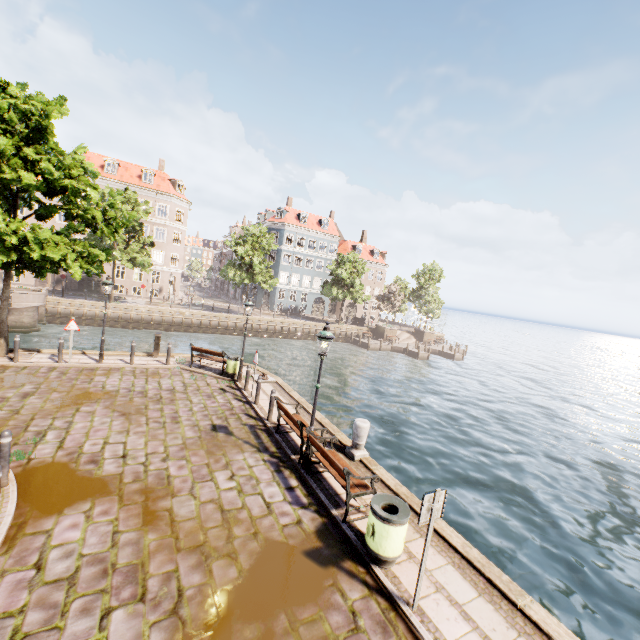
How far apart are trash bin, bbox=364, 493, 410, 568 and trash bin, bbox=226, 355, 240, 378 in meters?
9.9

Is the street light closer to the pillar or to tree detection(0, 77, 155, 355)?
the pillar

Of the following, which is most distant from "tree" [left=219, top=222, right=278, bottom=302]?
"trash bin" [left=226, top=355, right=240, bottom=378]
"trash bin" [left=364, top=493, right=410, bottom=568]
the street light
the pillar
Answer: "trash bin" [left=364, top=493, right=410, bottom=568]

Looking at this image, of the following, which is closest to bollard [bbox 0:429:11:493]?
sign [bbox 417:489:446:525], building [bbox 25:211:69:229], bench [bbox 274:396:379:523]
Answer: building [bbox 25:211:69:229]

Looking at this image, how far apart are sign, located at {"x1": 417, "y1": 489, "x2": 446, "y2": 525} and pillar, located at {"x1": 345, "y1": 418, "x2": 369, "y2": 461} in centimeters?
417cm

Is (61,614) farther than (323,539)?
No

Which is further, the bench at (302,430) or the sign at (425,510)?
the bench at (302,430)

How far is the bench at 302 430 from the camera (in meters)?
6.61
